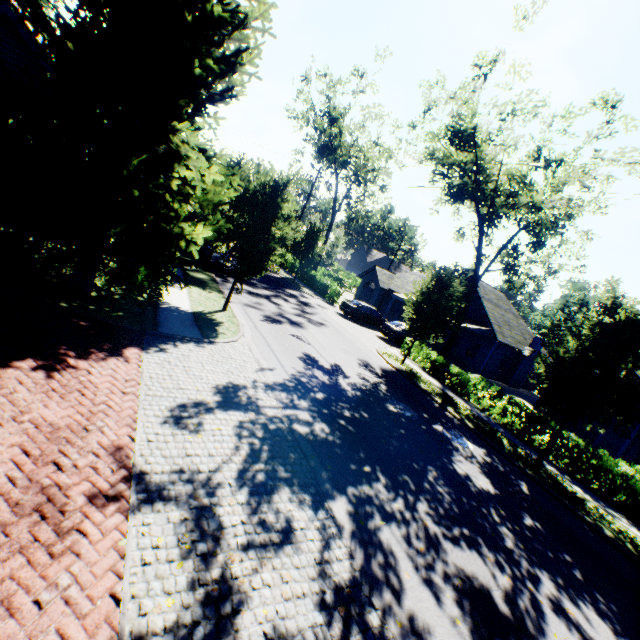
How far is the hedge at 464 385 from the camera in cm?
1454

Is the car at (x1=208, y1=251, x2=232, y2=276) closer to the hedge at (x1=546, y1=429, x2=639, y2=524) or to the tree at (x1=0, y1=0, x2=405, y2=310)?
the tree at (x1=0, y1=0, x2=405, y2=310)

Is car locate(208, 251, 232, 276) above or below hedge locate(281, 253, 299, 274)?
below

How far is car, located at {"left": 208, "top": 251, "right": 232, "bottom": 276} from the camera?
20.5 meters

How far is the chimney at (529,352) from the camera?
28.7 meters

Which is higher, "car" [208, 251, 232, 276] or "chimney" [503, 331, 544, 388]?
"chimney" [503, 331, 544, 388]

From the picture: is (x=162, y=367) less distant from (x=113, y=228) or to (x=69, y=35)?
(x=113, y=228)

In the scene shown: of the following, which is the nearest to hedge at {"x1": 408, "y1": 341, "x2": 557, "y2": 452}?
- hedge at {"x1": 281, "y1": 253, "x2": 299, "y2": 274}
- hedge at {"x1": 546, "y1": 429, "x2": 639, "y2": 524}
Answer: hedge at {"x1": 546, "y1": 429, "x2": 639, "y2": 524}
